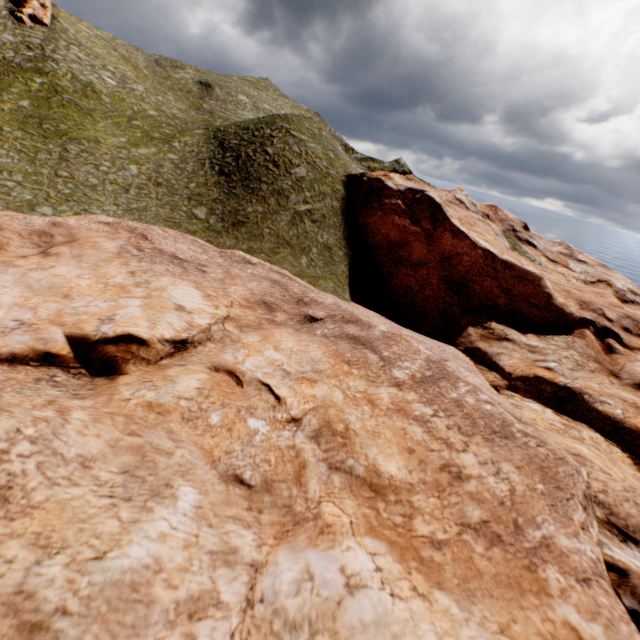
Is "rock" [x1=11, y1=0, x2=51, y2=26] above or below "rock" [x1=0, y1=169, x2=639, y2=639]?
above

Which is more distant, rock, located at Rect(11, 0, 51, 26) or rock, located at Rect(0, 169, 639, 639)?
rock, located at Rect(11, 0, 51, 26)

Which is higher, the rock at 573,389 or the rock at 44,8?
the rock at 44,8

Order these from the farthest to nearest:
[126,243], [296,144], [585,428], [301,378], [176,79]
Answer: [176,79], [296,144], [126,243], [585,428], [301,378]

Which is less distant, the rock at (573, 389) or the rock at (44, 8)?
the rock at (573, 389)
